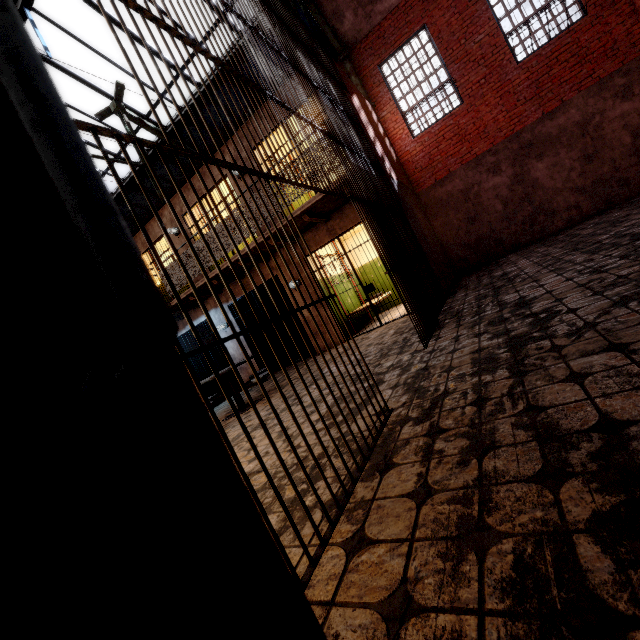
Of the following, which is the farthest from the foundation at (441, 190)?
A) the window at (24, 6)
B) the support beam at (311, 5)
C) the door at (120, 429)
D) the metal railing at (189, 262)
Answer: the door at (120, 429)

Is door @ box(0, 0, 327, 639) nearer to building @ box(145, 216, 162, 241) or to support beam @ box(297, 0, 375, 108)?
support beam @ box(297, 0, 375, 108)

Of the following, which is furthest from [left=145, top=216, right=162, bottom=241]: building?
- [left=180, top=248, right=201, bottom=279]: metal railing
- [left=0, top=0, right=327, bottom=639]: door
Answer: [left=0, top=0, right=327, bottom=639]: door

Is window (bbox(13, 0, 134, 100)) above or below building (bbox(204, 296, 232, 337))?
above

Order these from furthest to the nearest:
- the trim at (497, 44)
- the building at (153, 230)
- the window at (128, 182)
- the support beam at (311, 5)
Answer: the window at (128, 182)
the building at (153, 230)
the trim at (497, 44)
the support beam at (311, 5)

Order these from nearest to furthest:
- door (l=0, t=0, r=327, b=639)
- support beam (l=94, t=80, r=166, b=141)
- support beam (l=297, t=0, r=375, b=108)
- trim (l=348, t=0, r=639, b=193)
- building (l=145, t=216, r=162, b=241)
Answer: door (l=0, t=0, r=327, b=639) < support beam (l=297, t=0, r=375, b=108) < trim (l=348, t=0, r=639, b=193) < support beam (l=94, t=80, r=166, b=141) < building (l=145, t=216, r=162, b=241)

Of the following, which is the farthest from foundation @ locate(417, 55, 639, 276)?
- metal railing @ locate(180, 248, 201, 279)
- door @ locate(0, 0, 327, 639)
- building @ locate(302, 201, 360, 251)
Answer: door @ locate(0, 0, 327, 639)

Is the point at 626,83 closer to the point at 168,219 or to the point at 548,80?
the point at 548,80
